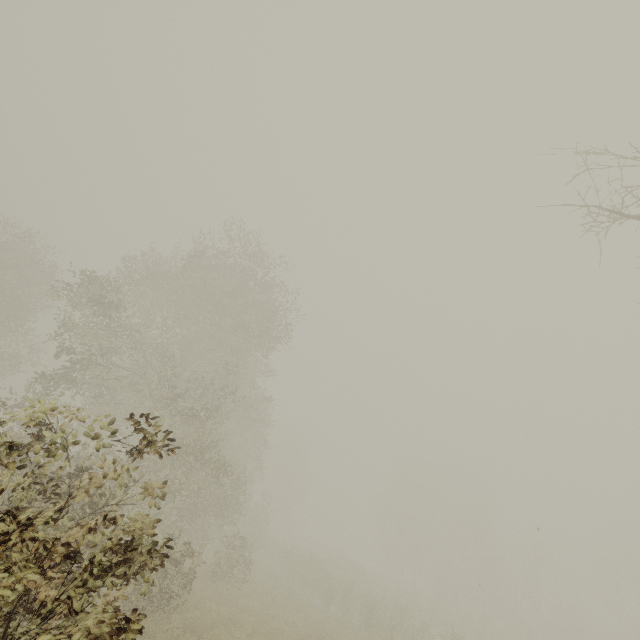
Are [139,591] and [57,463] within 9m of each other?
yes
